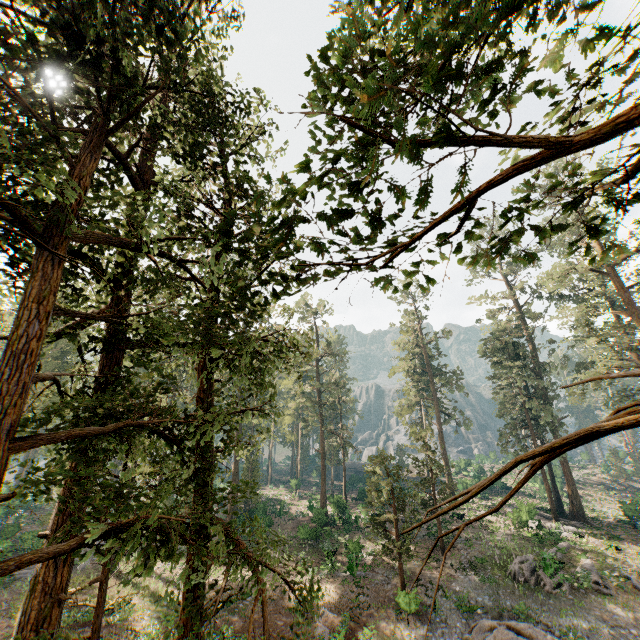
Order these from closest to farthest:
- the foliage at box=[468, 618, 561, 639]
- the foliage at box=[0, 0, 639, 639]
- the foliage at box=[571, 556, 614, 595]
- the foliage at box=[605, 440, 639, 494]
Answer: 1. the foliage at box=[0, 0, 639, 639]
2. the foliage at box=[468, 618, 561, 639]
3. the foliage at box=[571, 556, 614, 595]
4. the foliage at box=[605, 440, 639, 494]

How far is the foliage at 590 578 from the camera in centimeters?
2169cm

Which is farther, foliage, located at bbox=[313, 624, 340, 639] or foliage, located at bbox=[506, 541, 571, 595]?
foliage, located at bbox=[506, 541, 571, 595]

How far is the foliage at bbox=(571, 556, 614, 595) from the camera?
21.7 meters

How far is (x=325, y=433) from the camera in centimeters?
4028cm

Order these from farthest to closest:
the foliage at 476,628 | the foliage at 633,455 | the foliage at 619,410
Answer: the foliage at 633,455 → the foliage at 476,628 → the foliage at 619,410
